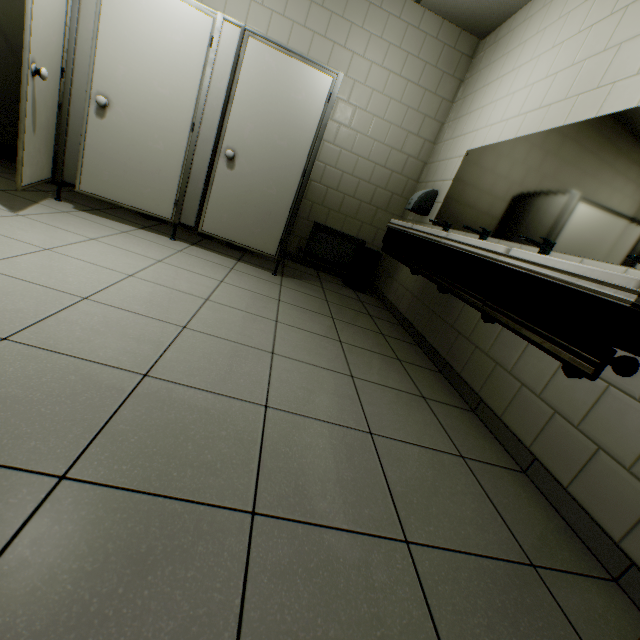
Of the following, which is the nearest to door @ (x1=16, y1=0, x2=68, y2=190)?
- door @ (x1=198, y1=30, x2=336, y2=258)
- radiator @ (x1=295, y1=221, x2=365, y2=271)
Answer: door @ (x1=198, y1=30, x2=336, y2=258)

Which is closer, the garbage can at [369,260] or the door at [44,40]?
the door at [44,40]

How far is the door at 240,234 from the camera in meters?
2.8 m

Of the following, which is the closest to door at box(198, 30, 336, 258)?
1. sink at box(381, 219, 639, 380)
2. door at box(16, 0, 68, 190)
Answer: door at box(16, 0, 68, 190)

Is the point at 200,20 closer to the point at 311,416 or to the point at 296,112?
the point at 296,112

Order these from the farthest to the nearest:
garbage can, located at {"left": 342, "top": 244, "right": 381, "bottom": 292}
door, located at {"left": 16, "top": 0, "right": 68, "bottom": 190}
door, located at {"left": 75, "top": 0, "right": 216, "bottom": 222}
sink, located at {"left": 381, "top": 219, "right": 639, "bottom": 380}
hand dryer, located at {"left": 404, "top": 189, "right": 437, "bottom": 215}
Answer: garbage can, located at {"left": 342, "top": 244, "right": 381, "bottom": 292} < hand dryer, located at {"left": 404, "top": 189, "right": 437, "bottom": 215} < door, located at {"left": 75, "top": 0, "right": 216, "bottom": 222} < door, located at {"left": 16, "top": 0, "right": 68, "bottom": 190} < sink, located at {"left": 381, "top": 219, "right": 639, "bottom": 380}

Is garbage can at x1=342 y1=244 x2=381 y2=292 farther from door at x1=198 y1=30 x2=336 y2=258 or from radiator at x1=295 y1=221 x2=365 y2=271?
door at x1=198 y1=30 x2=336 y2=258

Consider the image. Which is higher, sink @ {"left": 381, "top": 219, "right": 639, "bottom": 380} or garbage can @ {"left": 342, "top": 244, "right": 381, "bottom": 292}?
sink @ {"left": 381, "top": 219, "right": 639, "bottom": 380}
